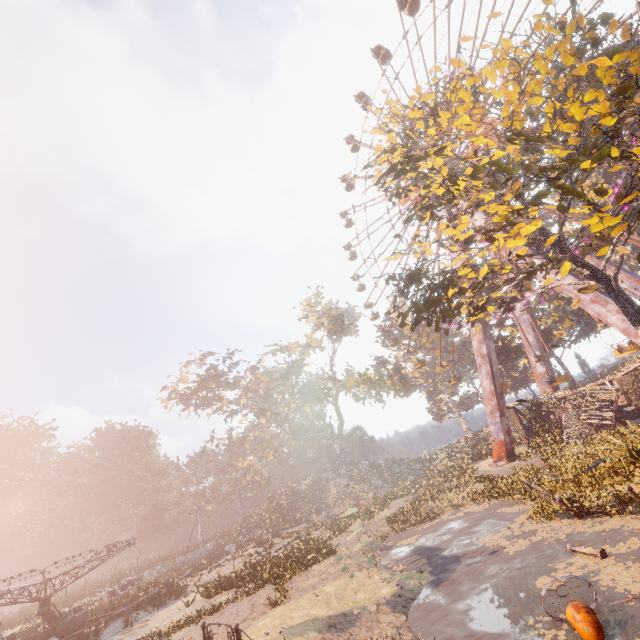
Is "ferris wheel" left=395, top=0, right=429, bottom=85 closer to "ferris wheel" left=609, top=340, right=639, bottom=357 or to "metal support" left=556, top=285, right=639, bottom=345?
"ferris wheel" left=609, top=340, right=639, bottom=357

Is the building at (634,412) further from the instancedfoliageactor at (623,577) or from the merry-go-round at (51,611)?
the merry-go-round at (51,611)

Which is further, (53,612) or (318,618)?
(53,612)

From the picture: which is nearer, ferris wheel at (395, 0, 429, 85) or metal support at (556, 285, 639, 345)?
metal support at (556, 285, 639, 345)

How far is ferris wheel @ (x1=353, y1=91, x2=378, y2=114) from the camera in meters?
43.2 m

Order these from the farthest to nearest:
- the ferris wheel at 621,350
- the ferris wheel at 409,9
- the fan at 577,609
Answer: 1. the ferris wheel at 409,9
2. the ferris wheel at 621,350
3. the fan at 577,609

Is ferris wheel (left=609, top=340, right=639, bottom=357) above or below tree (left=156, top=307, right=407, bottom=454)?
below

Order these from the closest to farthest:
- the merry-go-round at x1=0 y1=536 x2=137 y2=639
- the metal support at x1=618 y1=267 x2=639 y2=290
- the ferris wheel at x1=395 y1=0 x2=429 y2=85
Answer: the merry-go-round at x1=0 y1=536 x2=137 y2=639
the metal support at x1=618 y1=267 x2=639 y2=290
the ferris wheel at x1=395 y1=0 x2=429 y2=85
